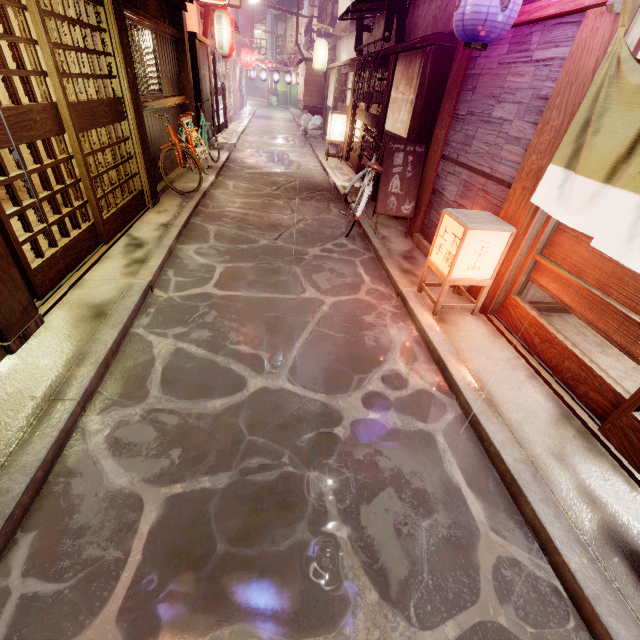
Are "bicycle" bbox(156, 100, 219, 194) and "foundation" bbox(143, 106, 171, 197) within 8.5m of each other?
yes

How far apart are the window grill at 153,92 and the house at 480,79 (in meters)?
9.25

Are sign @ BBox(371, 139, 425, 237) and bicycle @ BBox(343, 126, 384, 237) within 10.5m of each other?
yes

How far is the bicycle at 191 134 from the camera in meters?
11.6 m

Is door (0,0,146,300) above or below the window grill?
below

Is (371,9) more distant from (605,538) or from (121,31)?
(605,538)

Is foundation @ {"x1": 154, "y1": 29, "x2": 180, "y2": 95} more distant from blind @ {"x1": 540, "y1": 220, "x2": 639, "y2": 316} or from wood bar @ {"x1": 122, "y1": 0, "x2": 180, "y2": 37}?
blind @ {"x1": 540, "y1": 220, "x2": 639, "y2": 316}

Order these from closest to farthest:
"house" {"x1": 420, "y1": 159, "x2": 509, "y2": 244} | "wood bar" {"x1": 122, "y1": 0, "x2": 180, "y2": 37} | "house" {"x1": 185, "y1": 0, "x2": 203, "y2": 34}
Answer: "house" {"x1": 420, "y1": 159, "x2": 509, "y2": 244}, "wood bar" {"x1": 122, "y1": 0, "x2": 180, "y2": 37}, "house" {"x1": 185, "y1": 0, "x2": 203, "y2": 34}
